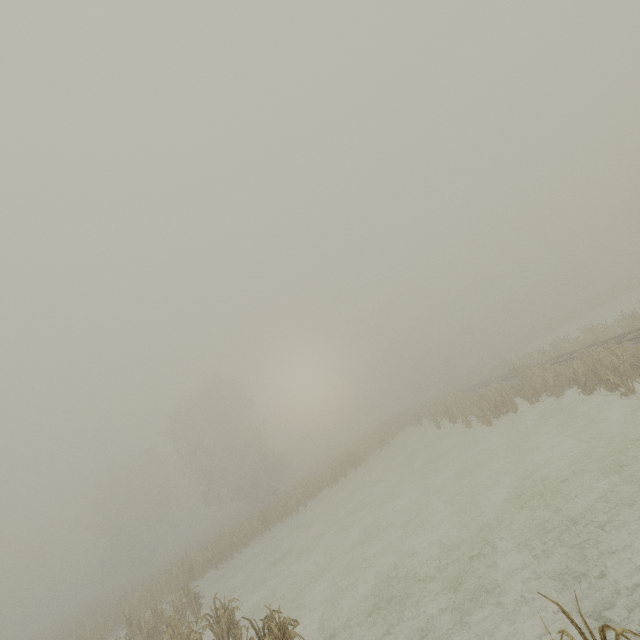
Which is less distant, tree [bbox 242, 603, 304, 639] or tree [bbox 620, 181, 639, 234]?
tree [bbox 242, 603, 304, 639]

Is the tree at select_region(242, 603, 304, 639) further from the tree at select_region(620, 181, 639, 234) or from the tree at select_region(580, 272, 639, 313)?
the tree at select_region(620, 181, 639, 234)

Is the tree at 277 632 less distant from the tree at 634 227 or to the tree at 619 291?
the tree at 619 291

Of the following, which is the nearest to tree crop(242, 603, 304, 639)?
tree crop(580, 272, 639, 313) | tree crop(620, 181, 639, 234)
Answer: tree crop(580, 272, 639, 313)

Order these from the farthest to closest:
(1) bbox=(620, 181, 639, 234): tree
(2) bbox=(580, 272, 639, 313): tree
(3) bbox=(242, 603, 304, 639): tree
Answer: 1. (1) bbox=(620, 181, 639, 234): tree
2. (2) bbox=(580, 272, 639, 313): tree
3. (3) bbox=(242, 603, 304, 639): tree

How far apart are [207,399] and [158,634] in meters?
29.4

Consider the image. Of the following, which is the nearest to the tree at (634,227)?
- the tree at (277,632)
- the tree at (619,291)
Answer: the tree at (619,291)

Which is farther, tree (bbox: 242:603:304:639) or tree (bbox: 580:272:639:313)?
tree (bbox: 580:272:639:313)
